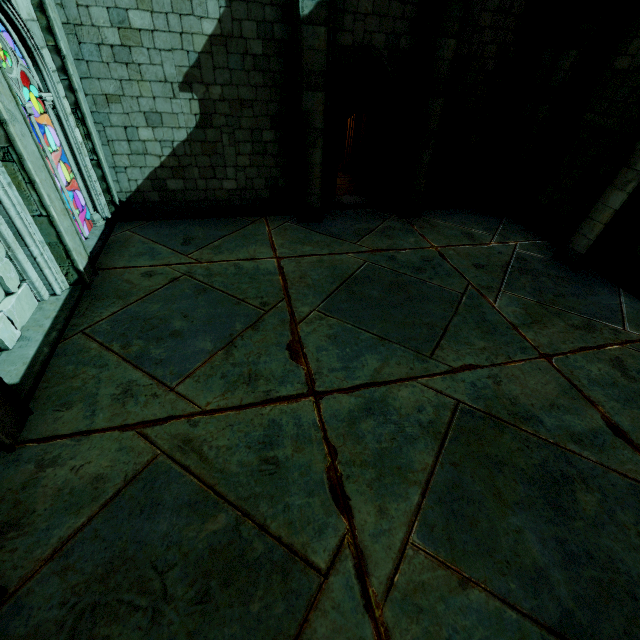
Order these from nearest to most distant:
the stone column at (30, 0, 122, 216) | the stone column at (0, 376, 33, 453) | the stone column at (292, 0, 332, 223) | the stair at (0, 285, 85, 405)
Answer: the stone column at (0, 376, 33, 453), the stair at (0, 285, 85, 405), the stone column at (30, 0, 122, 216), the stone column at (292, 0, 332, 223)

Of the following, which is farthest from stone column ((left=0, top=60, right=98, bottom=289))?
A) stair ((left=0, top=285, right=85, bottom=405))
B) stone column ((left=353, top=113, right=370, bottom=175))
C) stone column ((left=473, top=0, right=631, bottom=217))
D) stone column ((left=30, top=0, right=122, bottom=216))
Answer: stone column ((left=473, top=0, right=631, bottom=217))

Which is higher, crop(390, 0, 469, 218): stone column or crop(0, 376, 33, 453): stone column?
Result: crop(390, 0, 469, 218): stone column

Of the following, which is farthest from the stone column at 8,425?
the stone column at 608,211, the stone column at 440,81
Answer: the stone column at 608,211

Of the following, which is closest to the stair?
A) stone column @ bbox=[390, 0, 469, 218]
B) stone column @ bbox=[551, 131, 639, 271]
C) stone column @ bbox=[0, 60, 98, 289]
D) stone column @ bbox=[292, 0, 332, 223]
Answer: stone column @ bbox=[0, 60, 98, 289]

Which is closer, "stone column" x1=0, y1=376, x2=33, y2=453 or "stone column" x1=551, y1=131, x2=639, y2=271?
"stone column" x1=0, y1=376, x2=33, y2=453

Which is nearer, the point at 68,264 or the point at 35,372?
the point at 35,372

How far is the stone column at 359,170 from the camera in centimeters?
1172cm
